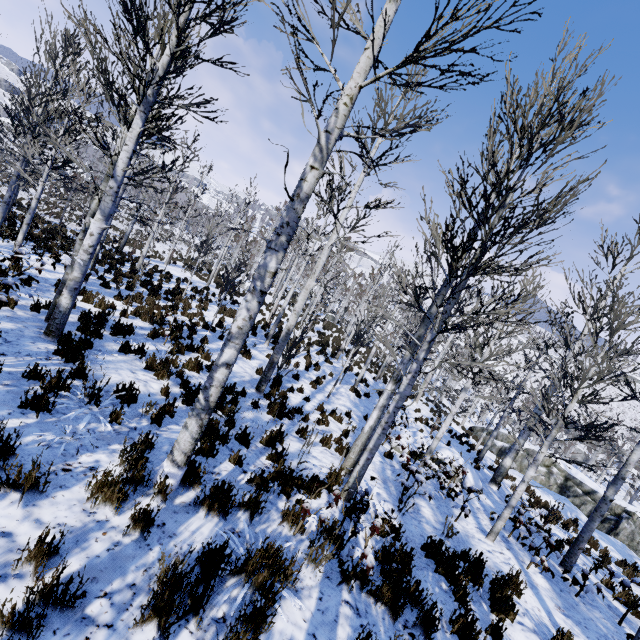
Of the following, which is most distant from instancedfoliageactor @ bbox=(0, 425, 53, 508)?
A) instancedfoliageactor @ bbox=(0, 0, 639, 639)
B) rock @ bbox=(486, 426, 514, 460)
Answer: instancedfoliageactor @ bbox=(0, 0, 639, 639)

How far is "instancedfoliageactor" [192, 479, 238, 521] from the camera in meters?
3.8

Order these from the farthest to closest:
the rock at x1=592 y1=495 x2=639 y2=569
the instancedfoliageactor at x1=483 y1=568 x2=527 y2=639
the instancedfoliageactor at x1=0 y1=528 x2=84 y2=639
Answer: the rock at x1=592 y1=495 x2=639 y2=569 < the instancedfoliageactor at x1=483 y1=568 x2=527 y2=639 < the instancedfoliageactor at x1=0 y1=528 x2=84 y2=639

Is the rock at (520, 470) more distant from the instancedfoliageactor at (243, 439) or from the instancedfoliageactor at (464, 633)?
the instancedfoliageactor at (243, 439)

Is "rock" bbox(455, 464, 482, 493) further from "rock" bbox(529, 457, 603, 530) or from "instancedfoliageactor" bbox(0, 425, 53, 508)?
"rock" bbox(529, 457, 603, 530)

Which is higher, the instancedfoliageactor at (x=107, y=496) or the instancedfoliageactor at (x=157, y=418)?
the instancedfoliageactor at (x=107, y=496)

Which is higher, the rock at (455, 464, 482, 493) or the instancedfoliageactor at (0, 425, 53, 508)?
the instancedfoliageactor at (0, 425, 53, 508)

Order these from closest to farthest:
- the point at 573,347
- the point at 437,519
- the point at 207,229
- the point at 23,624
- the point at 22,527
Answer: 1. the point at 23,624
2. the point at 22,527
3. the point at 437,519
4. the point at 573,347
5. the point at 207,229
